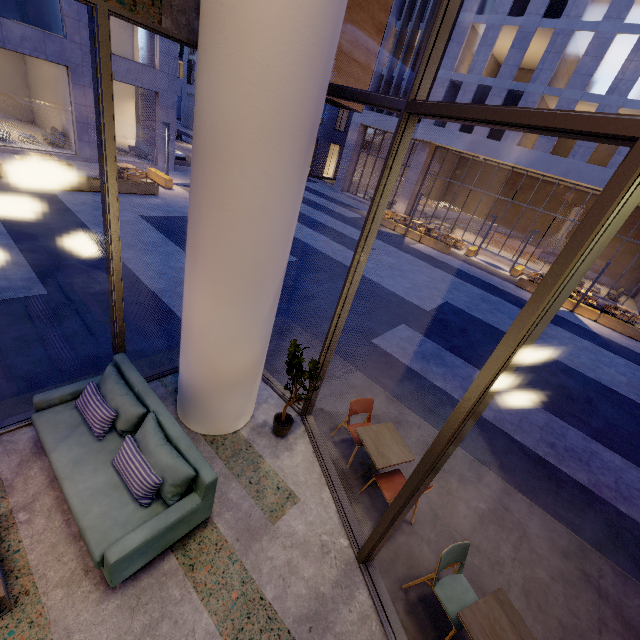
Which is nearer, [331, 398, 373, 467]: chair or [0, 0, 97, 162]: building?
[331, 398, 373, 467]: chair

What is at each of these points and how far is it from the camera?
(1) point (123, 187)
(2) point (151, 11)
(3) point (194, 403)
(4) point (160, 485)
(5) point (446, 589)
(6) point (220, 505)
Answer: (1) planter, 13.9 meters
(2) building, 3.0 meters
(3) column, 4.4 meters
(4) couch, 3.3 meters
(5) chair, 3.4 meters
(6) building, 4.0 meters

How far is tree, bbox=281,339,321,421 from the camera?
4.2 meters

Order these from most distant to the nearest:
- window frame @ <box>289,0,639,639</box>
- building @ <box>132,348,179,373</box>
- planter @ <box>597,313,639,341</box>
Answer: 1. planter @ <box>597,313,639,341</box>
2. building @ <box>132,348,179,373</box>
3. window frame @ <box>289,0,639,639</box>

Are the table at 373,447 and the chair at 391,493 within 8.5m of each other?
yes

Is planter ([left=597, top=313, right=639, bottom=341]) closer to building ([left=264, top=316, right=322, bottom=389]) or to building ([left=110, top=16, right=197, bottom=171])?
building ([left=264, top=316, right=322, bottom=389])

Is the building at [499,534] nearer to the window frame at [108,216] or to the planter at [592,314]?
the window frame at [108,216]

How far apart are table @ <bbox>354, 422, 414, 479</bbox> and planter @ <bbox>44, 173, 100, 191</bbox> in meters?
14.7 m
